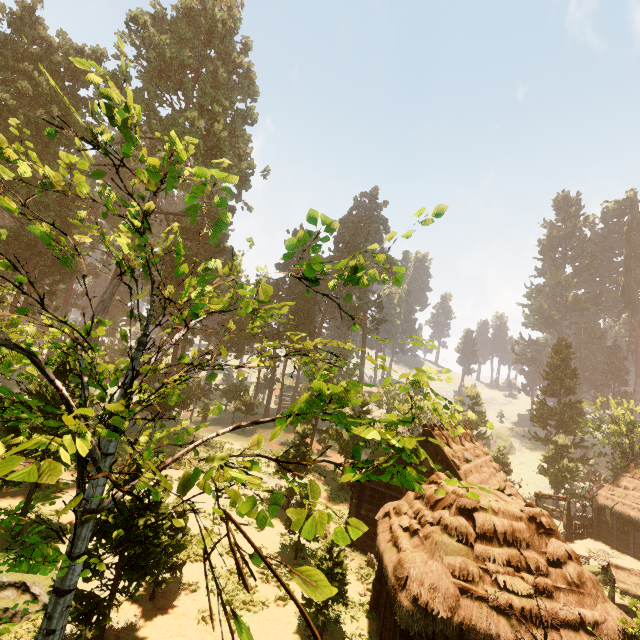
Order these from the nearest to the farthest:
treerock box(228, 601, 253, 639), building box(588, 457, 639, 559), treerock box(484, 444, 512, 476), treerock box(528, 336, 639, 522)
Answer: treerock box(228, 601, 253, 639) < treerock box(484, 444, 512, 476) < building box(588, 457, 639, 559) < treerock box(528, 336, 639, 522)

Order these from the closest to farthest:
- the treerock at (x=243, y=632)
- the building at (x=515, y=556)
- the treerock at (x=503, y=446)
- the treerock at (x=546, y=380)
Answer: the treerock at (x=243, y=632), the building at (x=515, y=556), the treerock at (x=503, y=446), the treerock at (x=546, y=380)

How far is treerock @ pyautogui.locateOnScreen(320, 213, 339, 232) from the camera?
4.7m

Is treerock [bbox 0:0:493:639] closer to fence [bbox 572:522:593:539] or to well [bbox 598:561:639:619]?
fence [bbox 572:522:593:539]

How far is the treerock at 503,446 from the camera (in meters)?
27.05

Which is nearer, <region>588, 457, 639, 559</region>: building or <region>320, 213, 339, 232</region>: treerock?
<region>320, 213, 339, 232</region>: treerock

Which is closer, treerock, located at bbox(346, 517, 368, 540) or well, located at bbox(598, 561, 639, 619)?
treerock, located at bbox(346, 517, 368, 540)

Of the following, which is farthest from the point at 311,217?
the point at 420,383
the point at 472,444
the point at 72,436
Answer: the point at 472,444
